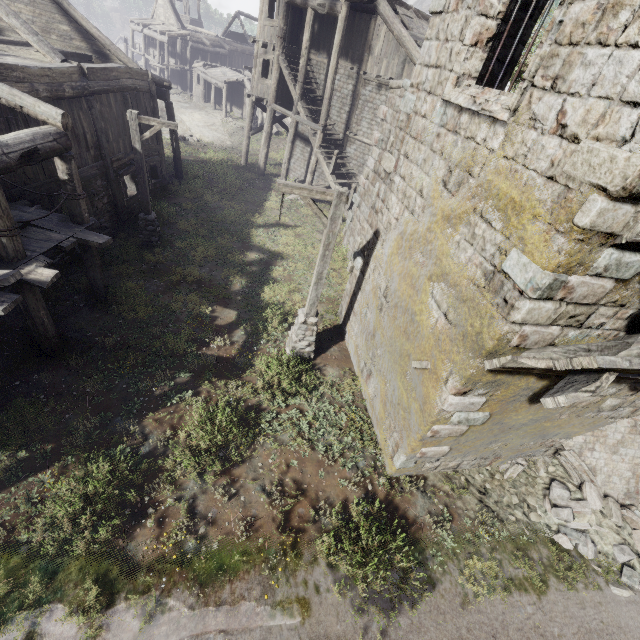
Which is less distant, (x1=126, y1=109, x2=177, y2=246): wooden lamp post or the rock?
(x1=126, y1=109, x2=177, y2=246): wooden lamp post

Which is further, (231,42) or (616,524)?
(231,42)

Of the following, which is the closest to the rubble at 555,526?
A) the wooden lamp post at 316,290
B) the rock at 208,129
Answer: the wooden lamp post at 316,290

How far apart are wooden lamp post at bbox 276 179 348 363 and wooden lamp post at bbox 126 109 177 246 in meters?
6.3

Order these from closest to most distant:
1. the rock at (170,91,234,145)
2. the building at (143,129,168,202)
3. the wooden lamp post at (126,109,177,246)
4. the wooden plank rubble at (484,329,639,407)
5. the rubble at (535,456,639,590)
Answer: the wooden plank rubble at (484,329,639,407) < the rubble at (535,456,639,590) < the wooden lamp post at (126,109,177,246) < the building at (143,129,168,202) < the rock at (170,91,234,145)

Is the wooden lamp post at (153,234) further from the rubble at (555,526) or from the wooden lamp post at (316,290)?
the rubble at (555,526)

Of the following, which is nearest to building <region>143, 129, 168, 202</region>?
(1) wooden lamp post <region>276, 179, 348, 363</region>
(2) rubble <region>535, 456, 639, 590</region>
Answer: (2) rubble <region>535, 456, 639, 590</region>

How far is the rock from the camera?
28.08m
